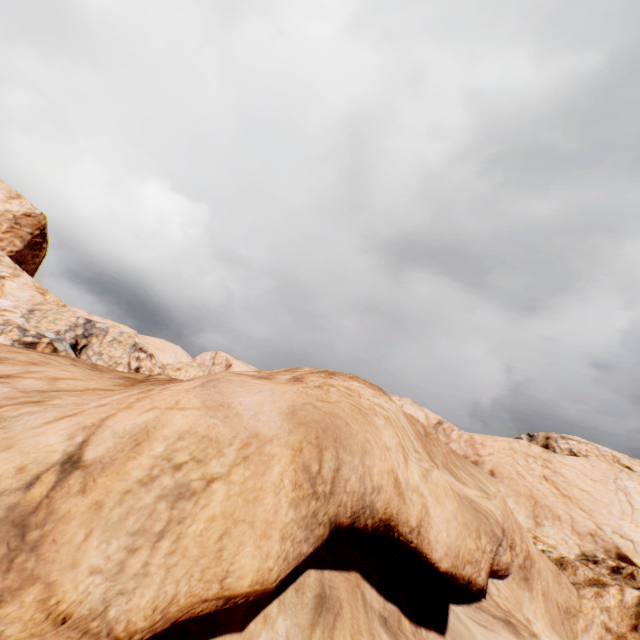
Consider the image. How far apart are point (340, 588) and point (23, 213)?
72.5 meters
